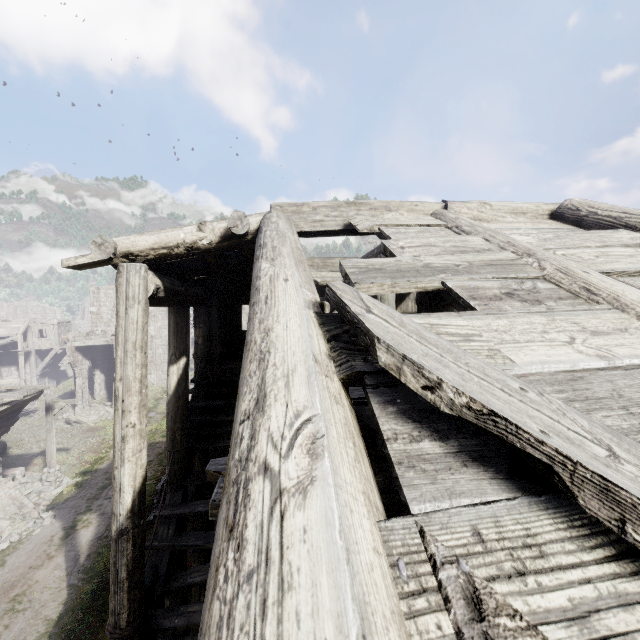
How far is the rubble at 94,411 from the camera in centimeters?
2542cm

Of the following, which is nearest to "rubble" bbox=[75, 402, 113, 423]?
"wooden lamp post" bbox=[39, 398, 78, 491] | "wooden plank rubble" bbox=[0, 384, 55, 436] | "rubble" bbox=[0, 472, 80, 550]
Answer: "rubble" bbox=[0, 472, 80, 550]

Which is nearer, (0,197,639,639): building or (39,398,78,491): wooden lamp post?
(0,197,639,639): building

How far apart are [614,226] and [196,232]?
5.7 meters

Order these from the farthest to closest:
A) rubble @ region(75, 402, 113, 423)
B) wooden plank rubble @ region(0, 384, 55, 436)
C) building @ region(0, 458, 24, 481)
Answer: rubble @ region(75, 402, 113, 423) < building @ region(0, 458, 24, 481) < wooden plank rubble @ region(0, 384, 55, 436)

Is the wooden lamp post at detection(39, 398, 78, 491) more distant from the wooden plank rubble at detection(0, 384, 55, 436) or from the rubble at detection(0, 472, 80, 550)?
the wooden plank rubble at detection(0, 384, 55, 436)

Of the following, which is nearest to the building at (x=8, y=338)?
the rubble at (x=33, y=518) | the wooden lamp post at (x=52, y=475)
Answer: the rubble at (x=33, y=518)
